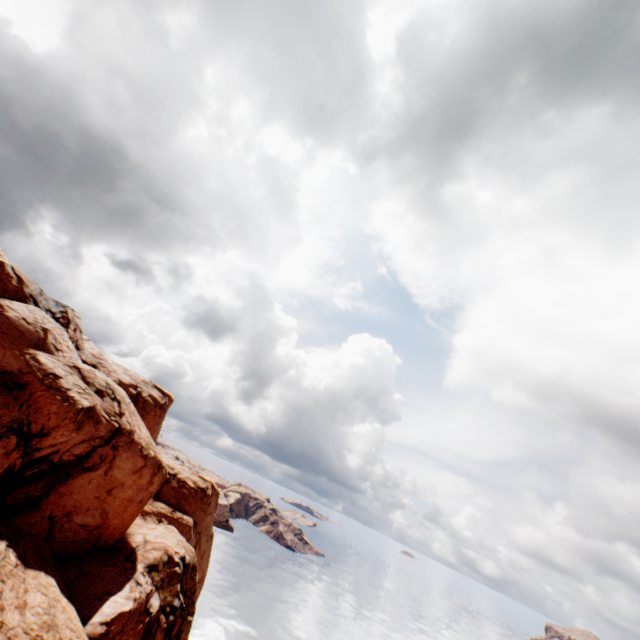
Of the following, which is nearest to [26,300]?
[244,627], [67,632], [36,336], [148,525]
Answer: [36,336]
